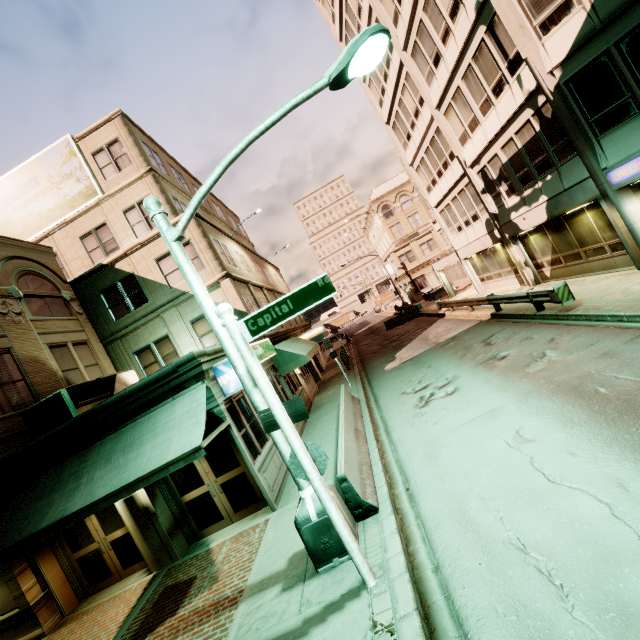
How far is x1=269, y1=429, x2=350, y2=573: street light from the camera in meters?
5.5 m

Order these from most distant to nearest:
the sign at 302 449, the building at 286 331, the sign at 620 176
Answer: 1. the building at 286 331
2. the sign at 620 176
3. the sign at 302 449

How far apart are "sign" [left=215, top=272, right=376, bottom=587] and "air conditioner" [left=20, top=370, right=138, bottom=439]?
7.43m

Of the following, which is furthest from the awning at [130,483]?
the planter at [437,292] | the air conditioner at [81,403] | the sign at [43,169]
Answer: the planter at [437,292]

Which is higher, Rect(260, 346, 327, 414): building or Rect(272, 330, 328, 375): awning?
Rect(272, 330, 328, 375): awning

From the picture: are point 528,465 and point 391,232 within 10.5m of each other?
no

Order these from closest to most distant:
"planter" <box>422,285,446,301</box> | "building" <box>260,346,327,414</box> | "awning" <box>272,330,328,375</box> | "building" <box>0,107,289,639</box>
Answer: "building" <box>0,107,289,639</box>
"building" <box>260,346,327,414</box>
"awning" <box>272,330,328,375</box>
"planter" <box>422,285,446,301</box>
